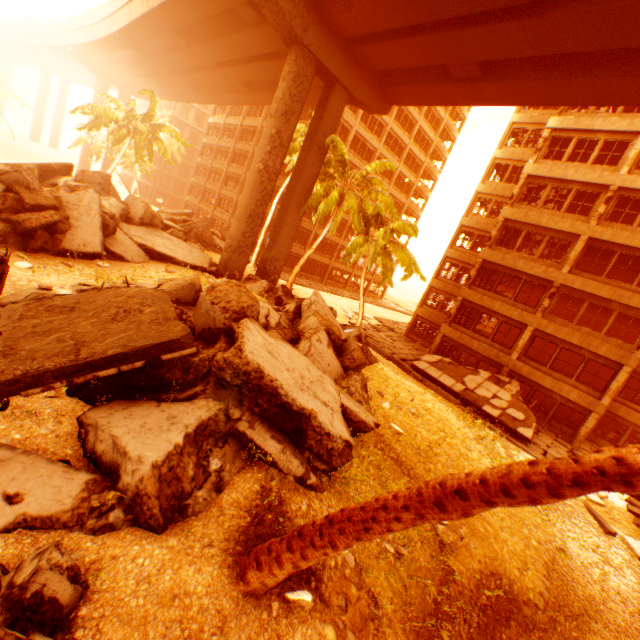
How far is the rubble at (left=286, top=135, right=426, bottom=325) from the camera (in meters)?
18.97

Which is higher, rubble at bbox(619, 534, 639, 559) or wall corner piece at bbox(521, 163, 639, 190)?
wall corner piece at bbox(521, 163, 639, 190)

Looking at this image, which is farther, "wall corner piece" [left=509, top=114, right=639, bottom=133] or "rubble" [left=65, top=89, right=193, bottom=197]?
"rubble" [left=65, top=89, right=193, bottom=197]

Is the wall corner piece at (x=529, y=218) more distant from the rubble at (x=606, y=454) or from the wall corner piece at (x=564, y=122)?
the rubble at (x=606, y=454)

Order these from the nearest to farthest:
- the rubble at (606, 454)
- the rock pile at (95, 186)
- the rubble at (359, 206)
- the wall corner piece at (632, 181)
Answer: the rubble at (606, 454), the rock pile at (95, 186), the wall corner piece at (632, 181), the rubble at (359, 206)

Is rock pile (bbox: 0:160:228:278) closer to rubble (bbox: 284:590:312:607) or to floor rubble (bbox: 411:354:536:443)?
rubble (bbox: 284:590:312:607)

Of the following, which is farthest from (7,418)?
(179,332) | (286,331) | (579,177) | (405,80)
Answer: (579,177)

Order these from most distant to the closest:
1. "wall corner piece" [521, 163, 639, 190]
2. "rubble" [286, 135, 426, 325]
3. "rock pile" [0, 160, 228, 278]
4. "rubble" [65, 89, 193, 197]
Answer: "rubble" [65, 89, 193, 197] → "rubble" [286, 135, 426, 325] → "wall corner piece" [521, 163, 639, 190] → "rock pile" [0, 160, 228, 278]
